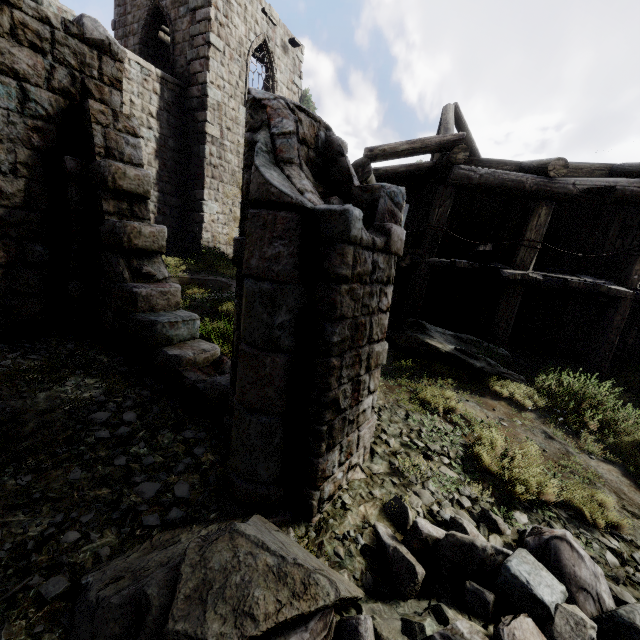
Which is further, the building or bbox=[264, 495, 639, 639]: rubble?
the building

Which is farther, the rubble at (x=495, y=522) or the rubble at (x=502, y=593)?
the rubble at (x=495, y=522)

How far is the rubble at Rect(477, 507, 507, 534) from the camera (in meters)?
3.49

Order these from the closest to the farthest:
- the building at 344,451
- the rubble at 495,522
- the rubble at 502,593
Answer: the rubble at 502,593 < the building at 344,451 < the rubble at 495,522

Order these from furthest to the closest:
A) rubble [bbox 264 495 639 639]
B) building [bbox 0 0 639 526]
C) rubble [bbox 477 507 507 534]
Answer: rubble [bbox 477 507 507 534] < building [bbox 0 0 639 526] < rubble [bbox 264 495 639 639]

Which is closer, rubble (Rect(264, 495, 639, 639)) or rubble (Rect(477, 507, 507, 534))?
rubble (Rect(264, 495, 639, 639))

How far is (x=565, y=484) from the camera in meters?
4.3 m
